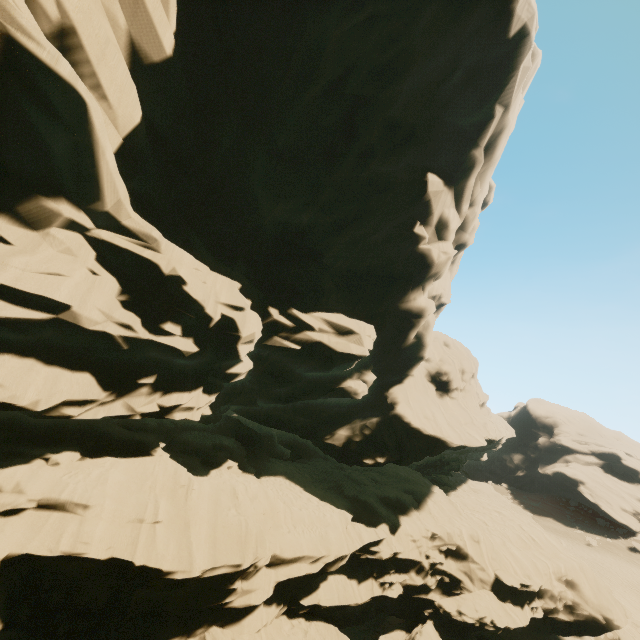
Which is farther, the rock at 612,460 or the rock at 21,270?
the rock at 612,460

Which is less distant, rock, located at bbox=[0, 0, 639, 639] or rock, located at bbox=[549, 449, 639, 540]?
rock, located at bbox=[0, 0, 639, 639]

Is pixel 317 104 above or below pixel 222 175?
above
